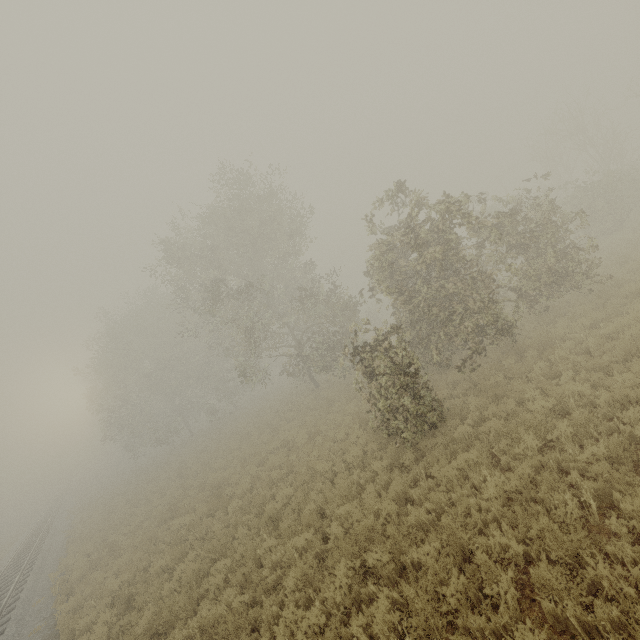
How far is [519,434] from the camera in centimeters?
722cm
